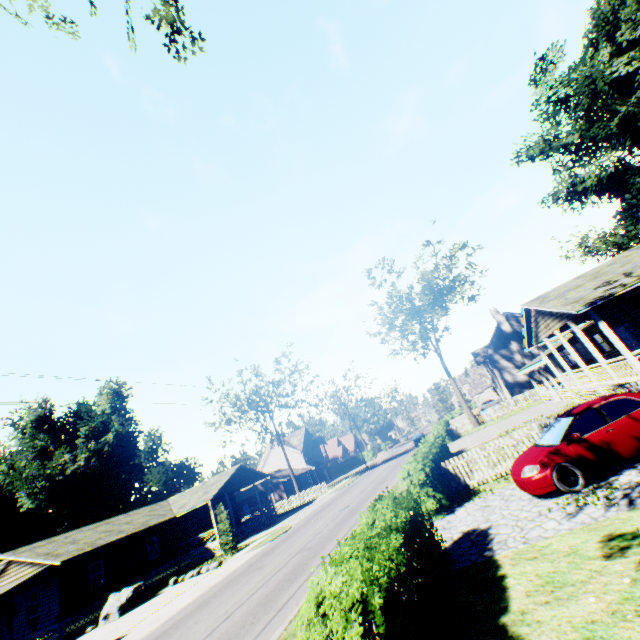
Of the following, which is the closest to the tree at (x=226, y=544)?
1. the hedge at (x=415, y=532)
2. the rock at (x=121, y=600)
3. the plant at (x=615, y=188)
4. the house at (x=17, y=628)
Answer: the house at (x=17, y=628)

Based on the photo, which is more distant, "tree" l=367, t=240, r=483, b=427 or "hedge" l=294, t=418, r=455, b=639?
"tree" l=367, t=240, r=483, b=427

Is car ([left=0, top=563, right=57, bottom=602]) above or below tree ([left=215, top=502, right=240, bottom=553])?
above

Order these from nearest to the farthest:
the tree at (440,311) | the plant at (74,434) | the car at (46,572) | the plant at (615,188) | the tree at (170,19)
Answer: the tree at (170,19) → the car at (46,572) → the plant at (615,188) → the tree at (440,311) → the plant at (74,434)

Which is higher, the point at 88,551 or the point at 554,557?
the point at 88,551

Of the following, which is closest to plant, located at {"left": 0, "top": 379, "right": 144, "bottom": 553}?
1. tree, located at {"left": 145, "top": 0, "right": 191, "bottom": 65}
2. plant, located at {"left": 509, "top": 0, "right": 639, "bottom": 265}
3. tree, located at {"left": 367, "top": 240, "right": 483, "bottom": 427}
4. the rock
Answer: tree, located at {"left": 367, "top": 240, "right": 483, "bottom": 427}

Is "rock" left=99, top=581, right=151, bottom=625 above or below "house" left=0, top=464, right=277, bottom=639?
below

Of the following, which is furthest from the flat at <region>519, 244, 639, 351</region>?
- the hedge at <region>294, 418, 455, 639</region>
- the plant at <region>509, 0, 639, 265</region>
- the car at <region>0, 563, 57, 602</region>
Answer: the car at <region>0, 563, 57, 602</region>
